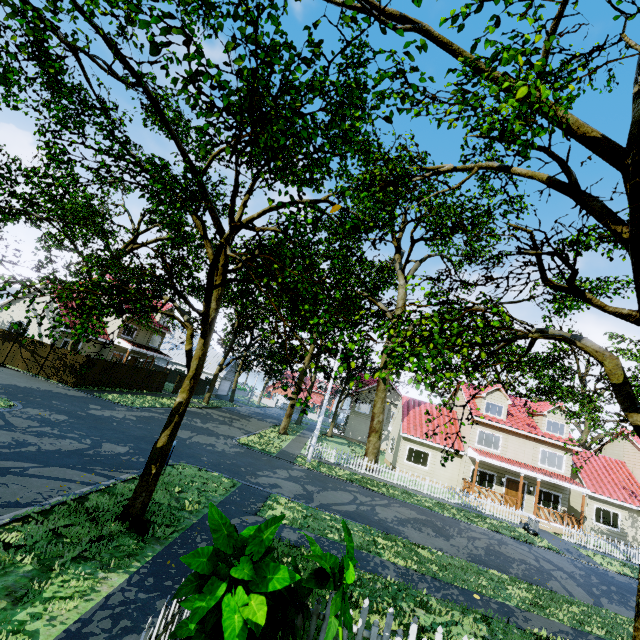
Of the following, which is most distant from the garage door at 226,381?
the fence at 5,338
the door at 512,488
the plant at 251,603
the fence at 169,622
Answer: the plant at 251,603

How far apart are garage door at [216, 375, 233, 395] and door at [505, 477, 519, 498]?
37.1 meters

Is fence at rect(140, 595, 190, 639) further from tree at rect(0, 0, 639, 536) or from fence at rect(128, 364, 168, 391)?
tree at rect(0, 0, 639, 536)

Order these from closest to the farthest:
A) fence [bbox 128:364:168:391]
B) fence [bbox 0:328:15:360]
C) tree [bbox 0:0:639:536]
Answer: tree [bbox 0:0:639:536] < fence [bbox 0:328:15:360] < fence [bbox 128:364:168:391]

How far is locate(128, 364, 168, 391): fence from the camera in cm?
2800

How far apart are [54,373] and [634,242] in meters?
28.9

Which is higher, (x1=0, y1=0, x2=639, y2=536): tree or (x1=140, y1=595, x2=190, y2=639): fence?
(x1=0, y1=0, x2=639, y2=536): tree

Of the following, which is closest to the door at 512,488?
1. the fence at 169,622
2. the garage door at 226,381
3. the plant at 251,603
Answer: the fence at 169,622
